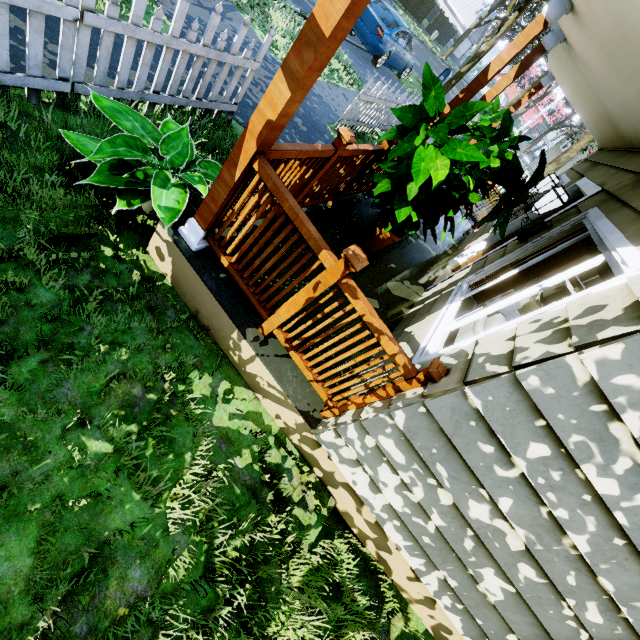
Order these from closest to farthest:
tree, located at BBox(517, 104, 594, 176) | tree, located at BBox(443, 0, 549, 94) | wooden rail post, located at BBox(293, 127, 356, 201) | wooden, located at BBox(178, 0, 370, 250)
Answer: wooden, located at BBox(178, 0, 370, 250), wooden rail post, located at BBox(293, 127, 356, 201), tree, located at BBox(443, 0, 549, 94), tree, located at BBox(517, 104, 594, 176)

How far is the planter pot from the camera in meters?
3.9 m

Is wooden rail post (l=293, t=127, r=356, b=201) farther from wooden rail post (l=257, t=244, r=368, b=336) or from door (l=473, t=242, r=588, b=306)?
door (l=473, t=242, r=588, b=306)

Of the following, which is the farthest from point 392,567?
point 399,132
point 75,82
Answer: point 75,82

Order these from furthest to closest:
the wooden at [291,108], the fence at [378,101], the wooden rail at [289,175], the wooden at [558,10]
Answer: the fence at [378,101] → the wooden at [558,10] → the wooden rail at [289,175] → the wooden at [291,108]

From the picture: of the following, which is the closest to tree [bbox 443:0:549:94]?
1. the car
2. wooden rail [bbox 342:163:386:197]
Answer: the car

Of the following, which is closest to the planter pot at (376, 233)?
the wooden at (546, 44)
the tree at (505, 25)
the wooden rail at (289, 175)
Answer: the wooden rail at (289, 175)

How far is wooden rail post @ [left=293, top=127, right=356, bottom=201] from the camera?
2.6m
